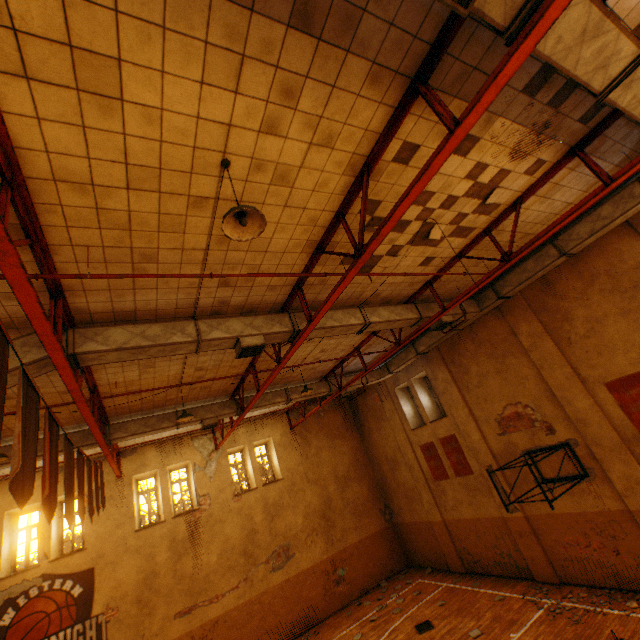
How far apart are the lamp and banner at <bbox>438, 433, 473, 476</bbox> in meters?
12.8 m

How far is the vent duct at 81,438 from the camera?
9.32m

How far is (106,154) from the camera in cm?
334

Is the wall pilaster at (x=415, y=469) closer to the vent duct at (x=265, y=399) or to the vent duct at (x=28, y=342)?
the vent duct at (x=265, y=399)

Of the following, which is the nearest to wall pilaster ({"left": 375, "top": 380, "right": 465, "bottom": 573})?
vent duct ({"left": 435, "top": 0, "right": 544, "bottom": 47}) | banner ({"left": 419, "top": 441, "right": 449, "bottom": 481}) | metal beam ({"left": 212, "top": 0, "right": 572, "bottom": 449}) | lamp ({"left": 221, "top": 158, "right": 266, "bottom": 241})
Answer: banner ({"left": 419, "top": 441, "right": 449, "bottom": 481})

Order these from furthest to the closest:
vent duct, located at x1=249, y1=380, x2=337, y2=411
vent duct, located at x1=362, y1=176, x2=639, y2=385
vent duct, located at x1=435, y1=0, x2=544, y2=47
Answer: vent duct, located at x1=249, y1=380, x2=337, y2=411 < vent duct, located at x1=362, y1=176, x2=639, y2=385 < vent duct, located at x1=435, y1=0, x2=544, y2=47

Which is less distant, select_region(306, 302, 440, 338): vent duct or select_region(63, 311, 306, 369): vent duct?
select_region(63, 311, 306, 369): vent duct

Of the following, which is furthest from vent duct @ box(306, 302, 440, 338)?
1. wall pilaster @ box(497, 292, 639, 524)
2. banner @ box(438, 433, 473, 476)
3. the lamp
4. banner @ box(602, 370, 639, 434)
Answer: banner @ box(438, 433, 473, 476)
